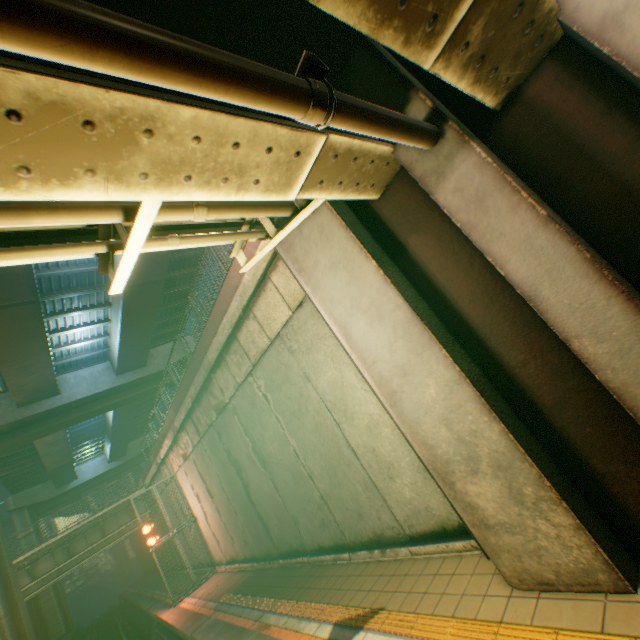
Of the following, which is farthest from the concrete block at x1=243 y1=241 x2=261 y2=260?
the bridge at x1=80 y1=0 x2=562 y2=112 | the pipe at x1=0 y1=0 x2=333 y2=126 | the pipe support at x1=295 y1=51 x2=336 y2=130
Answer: the pipe support at x1=295 y1=51 x2=336 y2=130

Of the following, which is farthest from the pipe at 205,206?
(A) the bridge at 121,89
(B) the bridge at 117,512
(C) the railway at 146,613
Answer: (B) the bridge at 117,512

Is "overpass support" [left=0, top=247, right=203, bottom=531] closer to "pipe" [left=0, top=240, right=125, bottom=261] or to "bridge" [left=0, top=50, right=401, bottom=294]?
"bridge" [left=0, top=50, right=401, bottom=294]

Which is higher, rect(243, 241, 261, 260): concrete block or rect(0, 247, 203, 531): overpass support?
rect(0, 247, 203, 531): overpass support

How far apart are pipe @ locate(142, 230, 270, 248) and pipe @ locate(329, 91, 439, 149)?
2.4m

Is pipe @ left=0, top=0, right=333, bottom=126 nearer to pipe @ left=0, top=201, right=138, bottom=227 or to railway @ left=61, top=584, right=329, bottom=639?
pipe @ left=0, top=201, right=138, bottom=227

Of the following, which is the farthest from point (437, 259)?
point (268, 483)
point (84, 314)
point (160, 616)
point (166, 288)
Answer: point (84, 314)

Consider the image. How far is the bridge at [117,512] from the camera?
19.3 meters
